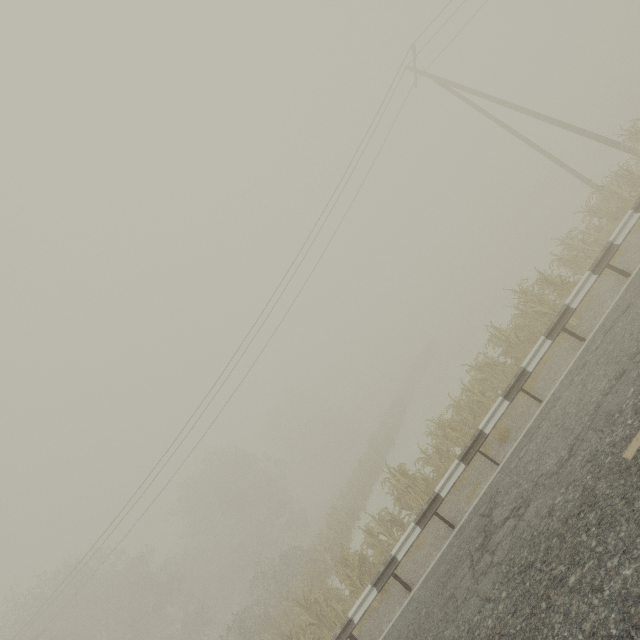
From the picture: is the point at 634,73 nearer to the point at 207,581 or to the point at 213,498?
the point at 213,498
